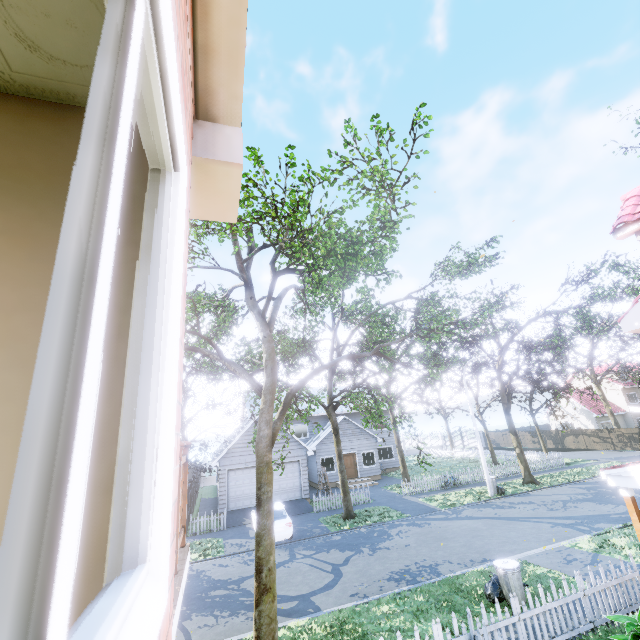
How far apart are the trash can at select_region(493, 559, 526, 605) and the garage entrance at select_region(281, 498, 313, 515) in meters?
13.7 m

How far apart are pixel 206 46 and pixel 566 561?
16.1 meters

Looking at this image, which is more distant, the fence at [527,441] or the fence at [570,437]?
the fence at [527,441]

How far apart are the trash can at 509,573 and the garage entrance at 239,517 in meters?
13.7

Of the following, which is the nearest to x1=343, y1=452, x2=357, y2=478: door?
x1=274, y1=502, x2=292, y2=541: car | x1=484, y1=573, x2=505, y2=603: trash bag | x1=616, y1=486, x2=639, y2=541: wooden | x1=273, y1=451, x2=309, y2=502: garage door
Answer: x1=273, y1=451, x2=309, y2=502: garage door

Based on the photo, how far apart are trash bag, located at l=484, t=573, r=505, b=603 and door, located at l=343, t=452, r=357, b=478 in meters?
19.8 m

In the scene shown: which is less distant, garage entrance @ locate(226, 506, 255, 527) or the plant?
the plant

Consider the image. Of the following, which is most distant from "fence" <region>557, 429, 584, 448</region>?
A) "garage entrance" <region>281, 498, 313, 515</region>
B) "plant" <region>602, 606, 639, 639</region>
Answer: "garage entrance" <region>281, 498, 313, 515</region>
